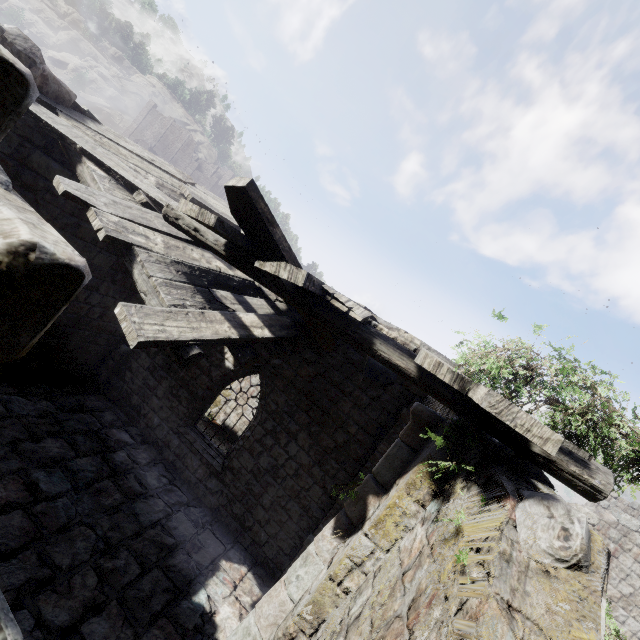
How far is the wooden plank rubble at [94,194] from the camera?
3.08m

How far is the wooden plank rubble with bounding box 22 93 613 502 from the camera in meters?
3.1

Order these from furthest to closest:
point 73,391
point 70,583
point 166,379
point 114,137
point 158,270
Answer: point 166,379, point 73,391, point 114,137, point 70,583, point 158,270

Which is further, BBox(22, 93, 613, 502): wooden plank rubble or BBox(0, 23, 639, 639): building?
BBox(22, 93, 613, 502): wooden plank rubble

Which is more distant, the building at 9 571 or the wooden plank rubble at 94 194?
the wooden plank rubble at 94 194
